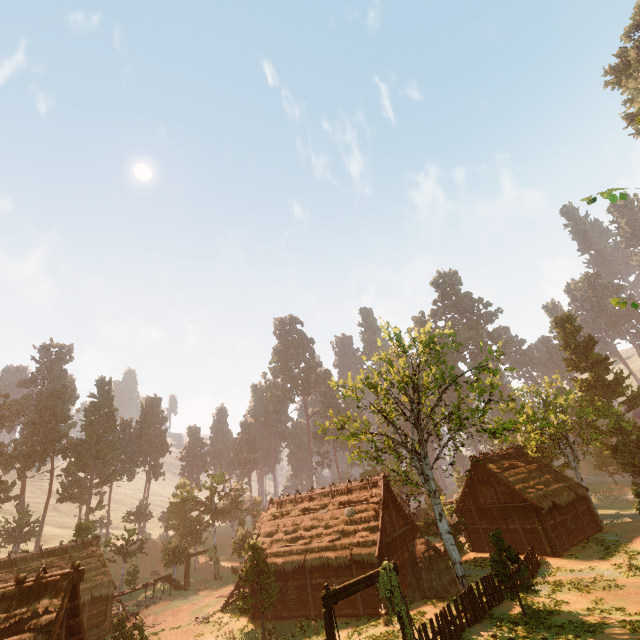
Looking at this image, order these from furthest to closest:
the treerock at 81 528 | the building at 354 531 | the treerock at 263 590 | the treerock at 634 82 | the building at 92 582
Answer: the treerock at 634 82 < the treerock at 81 528 < the building at 354 531 < the treerock at 263 590 < the building at 92 582

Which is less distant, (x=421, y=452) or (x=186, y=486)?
(x=421, y=452)

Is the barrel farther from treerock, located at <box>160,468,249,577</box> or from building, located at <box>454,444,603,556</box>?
building, located at <box>454,444,603,556</box>

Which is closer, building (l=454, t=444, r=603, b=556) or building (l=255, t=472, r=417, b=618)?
building (l=255, t=472, r=417, b=618)

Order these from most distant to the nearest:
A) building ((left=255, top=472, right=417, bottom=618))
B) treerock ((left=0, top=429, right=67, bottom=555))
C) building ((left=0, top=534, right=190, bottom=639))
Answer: treerock ((left=0, top=429, right=67, bottom=555)), building ((left=255, top=472, right=417, bottom=618)), building ((left=0, top=534, right=190, bottom=639))

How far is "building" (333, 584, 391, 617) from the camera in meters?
20.9 m

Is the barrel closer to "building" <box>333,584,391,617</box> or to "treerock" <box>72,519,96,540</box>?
"building" <box>333,584,391,617</box>

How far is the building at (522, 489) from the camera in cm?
2633
